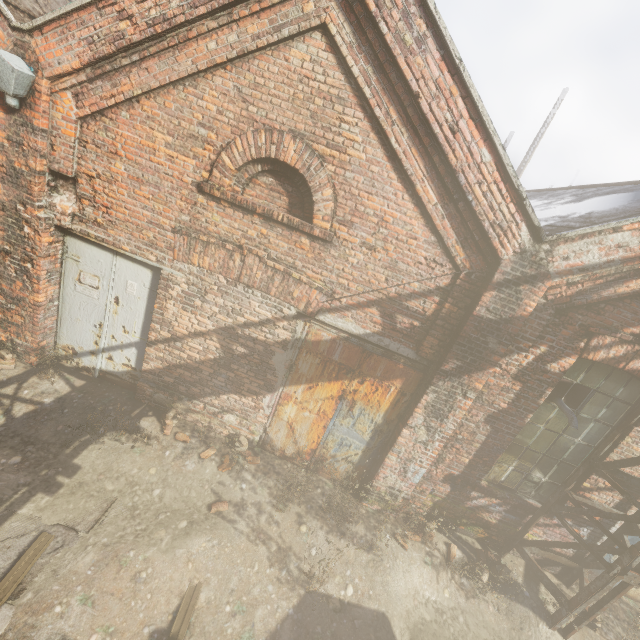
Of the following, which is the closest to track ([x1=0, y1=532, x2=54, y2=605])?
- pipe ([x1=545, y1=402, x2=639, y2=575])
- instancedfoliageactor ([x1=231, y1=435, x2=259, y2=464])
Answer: pipe ([x1=545, y1=402, x2=639, y2=575])

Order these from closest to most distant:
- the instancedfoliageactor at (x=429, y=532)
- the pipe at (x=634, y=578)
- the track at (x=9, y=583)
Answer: the track at (x=9, y=583)
the pipe at (x=634, y=578)
the instancedfoliageactor at (x=429, y=532)

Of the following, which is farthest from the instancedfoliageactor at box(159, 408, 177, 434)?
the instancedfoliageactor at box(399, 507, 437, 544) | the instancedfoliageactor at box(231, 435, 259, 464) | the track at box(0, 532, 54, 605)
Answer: the track at box(0, 532, 54, 605)

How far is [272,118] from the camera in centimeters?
412cm

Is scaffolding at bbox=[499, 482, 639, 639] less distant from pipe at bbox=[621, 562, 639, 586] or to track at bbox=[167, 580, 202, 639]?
pipe at bbox=[621, 562, 639, 586]

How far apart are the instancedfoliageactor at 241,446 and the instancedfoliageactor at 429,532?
2.5m

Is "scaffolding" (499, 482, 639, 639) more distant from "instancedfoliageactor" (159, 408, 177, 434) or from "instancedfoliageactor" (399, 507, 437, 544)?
"instancedfoliageactor" (159, 408, 177, 434)

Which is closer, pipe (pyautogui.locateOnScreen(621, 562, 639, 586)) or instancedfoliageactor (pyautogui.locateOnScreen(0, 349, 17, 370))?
pipe (pyautogui.locateOnScreen(621, 562, 639, 586))
